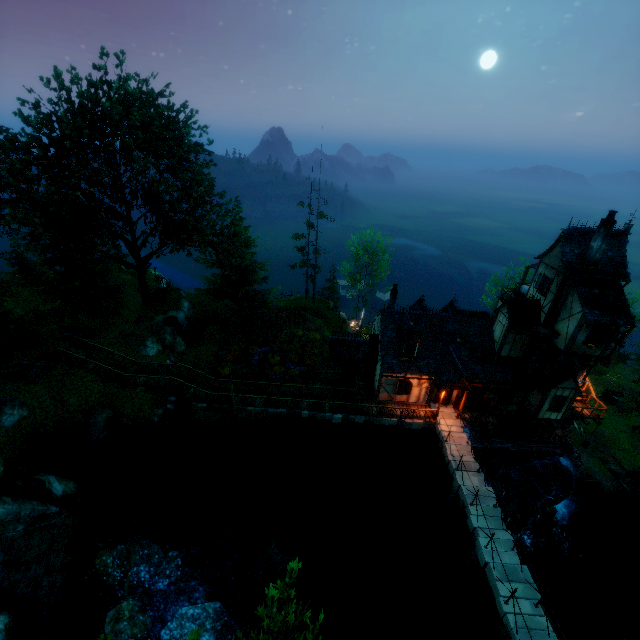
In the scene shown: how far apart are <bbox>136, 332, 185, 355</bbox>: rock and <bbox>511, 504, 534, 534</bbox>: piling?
31.1m

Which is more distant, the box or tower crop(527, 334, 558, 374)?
the box

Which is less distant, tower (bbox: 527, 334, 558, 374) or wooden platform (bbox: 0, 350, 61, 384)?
wooden platform (bbox: 0, 350, 61, 384)

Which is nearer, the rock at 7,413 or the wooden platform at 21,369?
the rock at 7,413

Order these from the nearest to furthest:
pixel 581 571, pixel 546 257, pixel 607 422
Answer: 1. pixel 546 257
2. pixel 581 571
3. pixel 607 422

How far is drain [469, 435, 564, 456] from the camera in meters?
23.6

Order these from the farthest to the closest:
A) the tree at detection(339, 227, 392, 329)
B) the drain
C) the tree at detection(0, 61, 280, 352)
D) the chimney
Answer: the tree at detection(339, 227, 392, 329)
the drain
the tree at detection(0, 61, 280, 352)
the chimney

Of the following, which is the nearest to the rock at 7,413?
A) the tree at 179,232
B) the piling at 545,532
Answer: the tree at 179,232
